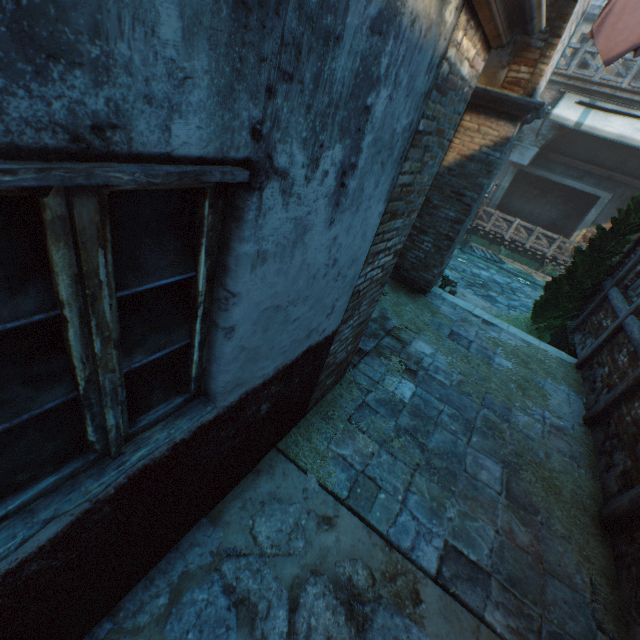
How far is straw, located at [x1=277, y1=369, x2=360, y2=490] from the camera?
3.35m

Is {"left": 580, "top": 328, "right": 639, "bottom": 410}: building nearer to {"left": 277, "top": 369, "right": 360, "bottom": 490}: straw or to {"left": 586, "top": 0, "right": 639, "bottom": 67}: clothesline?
{"left": 277, "top": 369, "right": 360, "bottom": 490}: straw

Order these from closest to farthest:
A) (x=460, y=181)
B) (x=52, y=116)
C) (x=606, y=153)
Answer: (x=52, y=116) → (x=460, y=181) → (x=606, y=153)

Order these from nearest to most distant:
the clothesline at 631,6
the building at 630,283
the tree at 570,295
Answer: the clothesline at 631,6
the building at 630,283
the tree at 570,295

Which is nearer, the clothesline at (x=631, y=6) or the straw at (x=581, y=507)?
the straw at (x=581, y=507)

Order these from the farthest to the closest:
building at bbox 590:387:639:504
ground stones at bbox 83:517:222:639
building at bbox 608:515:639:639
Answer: building at bbox 590:387:639:504, building at bbox 608:515:639:639, ground stones at bbox 83:517:222:639

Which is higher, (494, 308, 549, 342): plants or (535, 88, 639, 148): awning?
(535, 88, 639, 148): awning

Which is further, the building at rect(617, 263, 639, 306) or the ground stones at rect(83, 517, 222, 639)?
the building at rect(617, 263, 639, 306)
